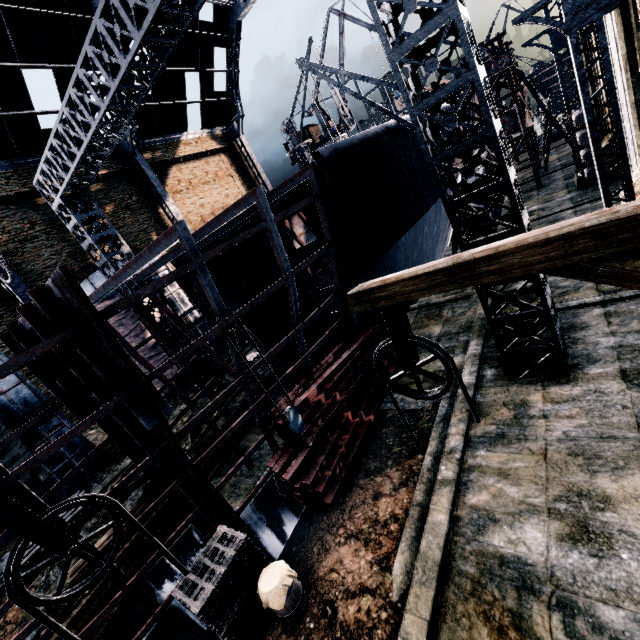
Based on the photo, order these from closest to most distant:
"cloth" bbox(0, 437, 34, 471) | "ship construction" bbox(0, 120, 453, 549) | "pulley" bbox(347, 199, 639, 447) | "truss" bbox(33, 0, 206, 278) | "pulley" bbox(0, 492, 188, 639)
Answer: "pulley" bbox(347, 199, 639, 447) < "pulley" bbox(0, 492, 188, 639) < "ship construction" bbox(0, 120, 453, 549) < "truss" bbox(33, 0, 206, 278) < "cloth" bbox(0, 437, 34, 471)

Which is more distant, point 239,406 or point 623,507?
point 239,406

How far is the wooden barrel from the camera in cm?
741

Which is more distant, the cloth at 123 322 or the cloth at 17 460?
the cloth at 123 322

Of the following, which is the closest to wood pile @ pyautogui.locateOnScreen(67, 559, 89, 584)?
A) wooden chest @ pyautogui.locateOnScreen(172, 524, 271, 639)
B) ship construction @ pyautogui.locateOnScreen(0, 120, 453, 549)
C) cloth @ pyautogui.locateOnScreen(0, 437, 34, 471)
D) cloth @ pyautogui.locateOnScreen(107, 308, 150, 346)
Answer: ship construction @ pyautogui.locateOnScreen(0, 120, 453, 549)

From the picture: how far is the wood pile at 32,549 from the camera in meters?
14.5

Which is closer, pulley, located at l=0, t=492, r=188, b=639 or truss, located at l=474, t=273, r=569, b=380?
pulley, located at l=0, t=492, r=188, b=639

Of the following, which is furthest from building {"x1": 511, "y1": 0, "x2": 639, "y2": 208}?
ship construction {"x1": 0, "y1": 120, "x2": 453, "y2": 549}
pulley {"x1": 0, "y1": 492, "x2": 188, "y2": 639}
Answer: pulley {"x1": 0, "y1": 492, "x2": 188, "y2": 639}
